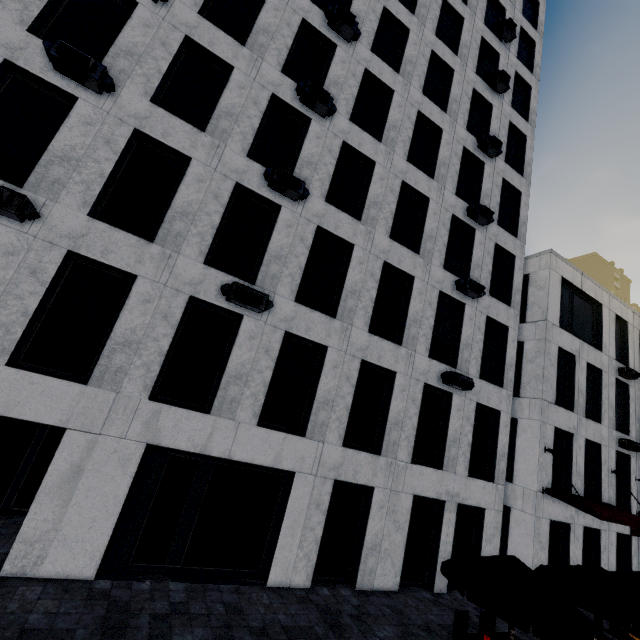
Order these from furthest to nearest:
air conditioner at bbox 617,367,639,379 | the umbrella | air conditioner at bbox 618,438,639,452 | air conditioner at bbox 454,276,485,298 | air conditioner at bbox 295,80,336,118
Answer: air conditioner at bbox 617,367,639,379
air conditioner at bbox 618,438,639,452
air conditioner at bbox 454,276,485,298
air conditioner at bbox 295,80,336,118
the umbrella

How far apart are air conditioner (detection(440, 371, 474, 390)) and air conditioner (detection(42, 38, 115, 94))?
13.5 meters

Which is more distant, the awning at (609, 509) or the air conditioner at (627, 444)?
the air conditioner at (627, 444)

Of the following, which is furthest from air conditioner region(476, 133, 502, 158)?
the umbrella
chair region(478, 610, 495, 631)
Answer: chair region(478, 610, 495, 631)

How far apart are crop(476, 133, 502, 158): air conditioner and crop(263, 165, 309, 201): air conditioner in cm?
1035

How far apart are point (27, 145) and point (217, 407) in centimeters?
834cm

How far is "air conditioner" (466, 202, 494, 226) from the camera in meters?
14.1 m

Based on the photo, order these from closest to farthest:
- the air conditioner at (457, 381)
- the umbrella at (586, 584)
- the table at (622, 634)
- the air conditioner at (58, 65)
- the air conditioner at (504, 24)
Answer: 1. the umbrella at (586, 584)
2. the air conditioner at (58, 65)
3. the table at (622, 634)
4. the air conditioner at (457, 381)
5. the air conditioner at (504, 24)
